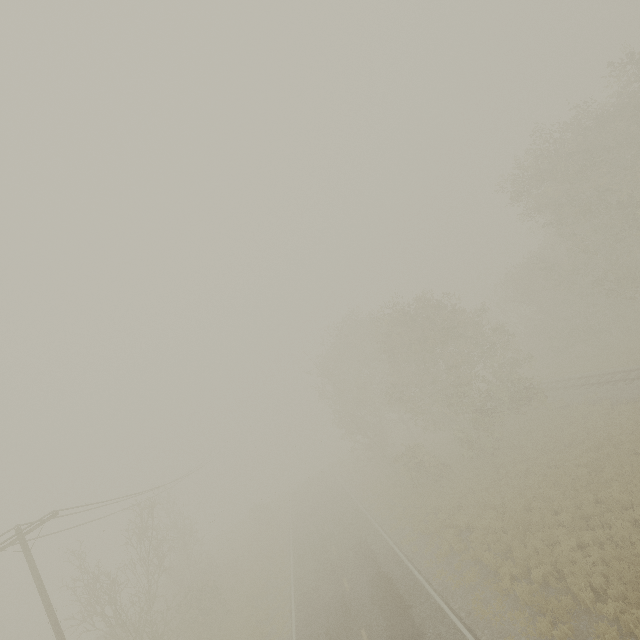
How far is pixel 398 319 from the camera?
27.62m
